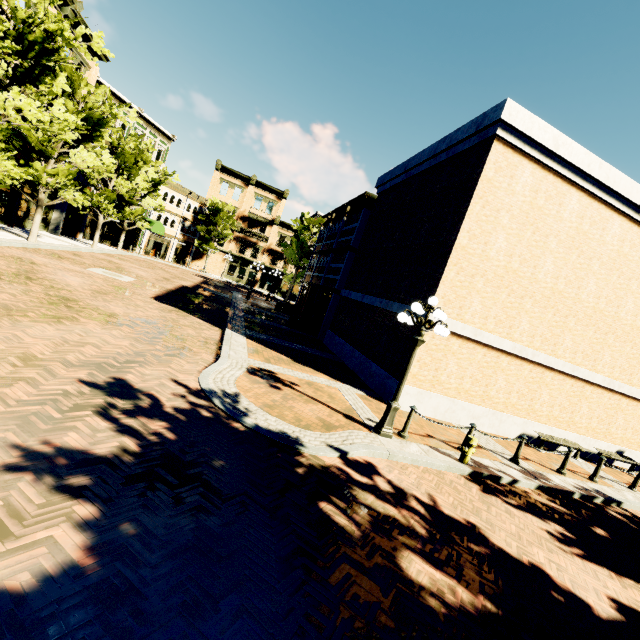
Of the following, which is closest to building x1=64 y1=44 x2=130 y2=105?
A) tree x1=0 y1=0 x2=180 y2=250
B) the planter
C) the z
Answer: the z

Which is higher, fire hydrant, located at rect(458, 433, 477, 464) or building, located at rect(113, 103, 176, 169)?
building, located at rect(113, 103, 176, 169)

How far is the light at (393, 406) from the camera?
7.54m

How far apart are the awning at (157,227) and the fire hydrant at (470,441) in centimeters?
3690cm

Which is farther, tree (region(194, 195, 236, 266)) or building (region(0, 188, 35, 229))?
tree (region(194, 195, 236, 266))

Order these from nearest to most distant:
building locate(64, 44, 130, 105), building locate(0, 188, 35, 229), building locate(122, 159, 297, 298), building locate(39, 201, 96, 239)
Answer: building locate(0, 188, 35, 229)
building locate(64, 44, 130, 105)
building locate(39, 201, 96, 239)
building locate(122, 159, 297, 298)

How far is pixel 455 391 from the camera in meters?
11.6

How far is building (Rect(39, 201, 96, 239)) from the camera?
25.9 meters
